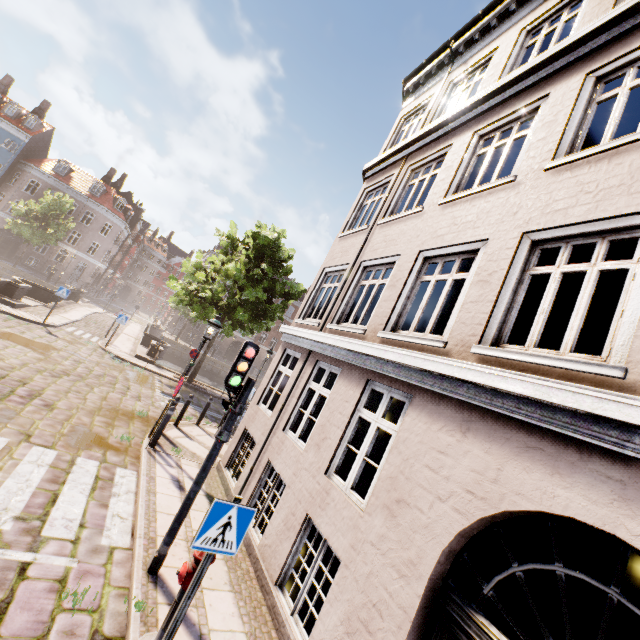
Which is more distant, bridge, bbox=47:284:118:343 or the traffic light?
bridge, bbox=47:284:118:343

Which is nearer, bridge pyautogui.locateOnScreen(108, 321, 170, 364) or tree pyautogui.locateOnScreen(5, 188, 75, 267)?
bridge pyautogui.locateOnScreen(108, 321, 170, 364)

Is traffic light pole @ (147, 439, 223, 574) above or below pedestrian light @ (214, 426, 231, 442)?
below

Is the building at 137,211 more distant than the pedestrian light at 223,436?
Yes

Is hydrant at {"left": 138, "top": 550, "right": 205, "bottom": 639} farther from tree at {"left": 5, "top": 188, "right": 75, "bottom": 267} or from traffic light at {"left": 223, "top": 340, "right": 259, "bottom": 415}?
tree at {"left": 5, "top": 188, "right": 75, "bottom": 267}

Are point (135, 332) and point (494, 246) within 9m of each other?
no

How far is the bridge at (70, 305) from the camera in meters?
17.9
